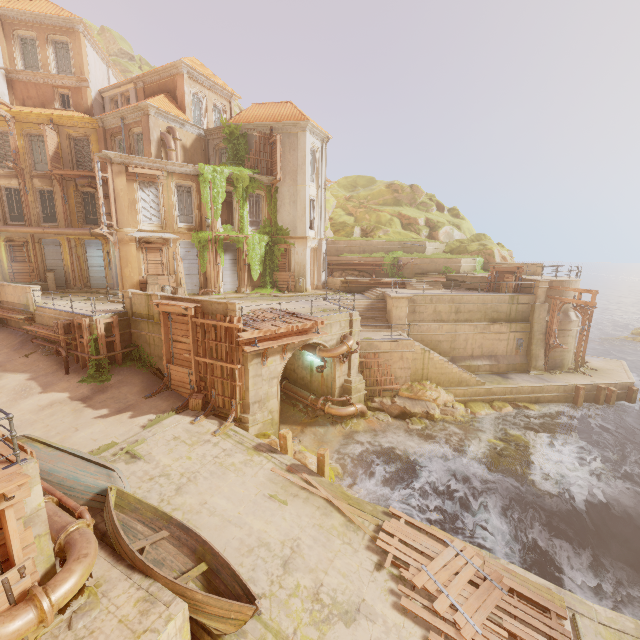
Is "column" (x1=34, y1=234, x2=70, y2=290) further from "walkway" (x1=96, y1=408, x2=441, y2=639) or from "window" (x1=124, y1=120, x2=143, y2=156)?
"walkway" (x1=96, y1=408, x2=441, y2=639)

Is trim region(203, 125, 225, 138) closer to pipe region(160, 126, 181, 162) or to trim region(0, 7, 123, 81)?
pipe region(160, 126, 181, 162)

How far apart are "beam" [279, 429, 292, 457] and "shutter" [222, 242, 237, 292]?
14.8m

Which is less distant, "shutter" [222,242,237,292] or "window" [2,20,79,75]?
"window" [2,20,79,75]

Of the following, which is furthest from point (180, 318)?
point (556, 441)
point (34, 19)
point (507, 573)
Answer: point (34, 19)

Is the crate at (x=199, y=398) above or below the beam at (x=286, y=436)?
above

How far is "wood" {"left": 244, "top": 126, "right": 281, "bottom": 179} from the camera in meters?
24.0

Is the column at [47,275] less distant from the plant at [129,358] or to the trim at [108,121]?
the trim at [108,121]
